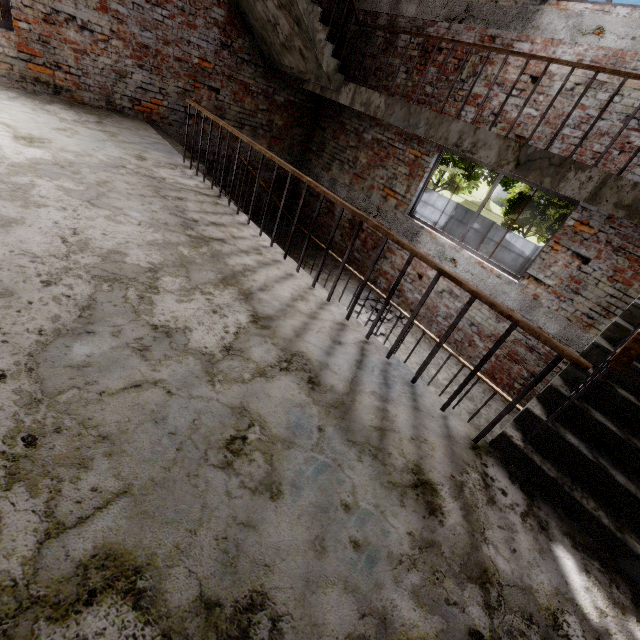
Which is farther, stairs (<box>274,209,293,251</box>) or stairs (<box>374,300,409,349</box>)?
stairs (<box>274,209,293,251</box>)

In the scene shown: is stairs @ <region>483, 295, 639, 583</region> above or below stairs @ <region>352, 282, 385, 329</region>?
above

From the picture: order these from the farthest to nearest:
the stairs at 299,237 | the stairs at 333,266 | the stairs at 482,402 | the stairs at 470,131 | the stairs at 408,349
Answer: the stairs at 299,237
the stairs at 333,266
the stairs at 408,349
the stairs at 482,402
the stairs at 470,131

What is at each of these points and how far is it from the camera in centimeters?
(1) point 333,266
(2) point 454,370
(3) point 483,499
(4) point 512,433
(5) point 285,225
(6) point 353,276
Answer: (1) stairs, 794cm
(2) stairs, 598cm
(3) elevated walkway, 175cm
(4) stairs, 205cm
(5) stairs, 911cm
(6) stairs, 787cm

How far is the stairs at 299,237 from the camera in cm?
700
